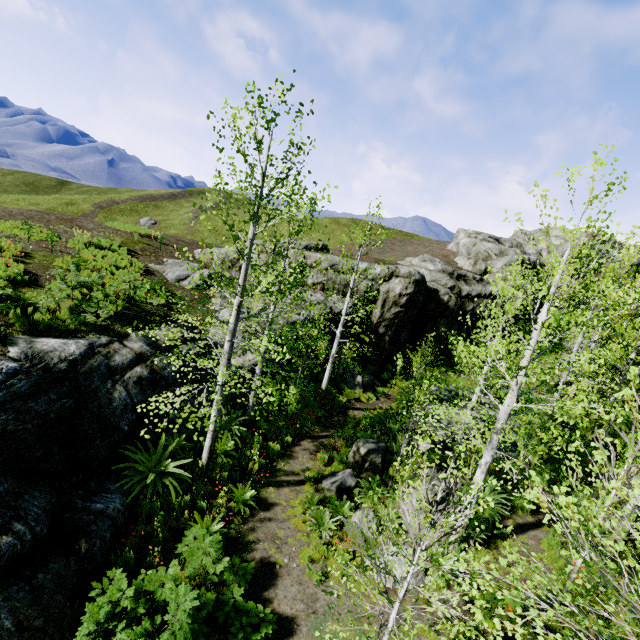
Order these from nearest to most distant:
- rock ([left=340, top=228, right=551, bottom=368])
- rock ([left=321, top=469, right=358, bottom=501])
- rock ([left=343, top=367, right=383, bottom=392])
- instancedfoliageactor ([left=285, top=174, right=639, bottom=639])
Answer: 1. instancedfoliageactor ([left=285, top=174, right=639, bottom=639])
2. rock ([left=321, top=469, right=358, bottom=501])
3. rock ([left=343, top=367, right=383, bottom=392])
4. rock ([left=340, top=228, right=551, bottom=368])

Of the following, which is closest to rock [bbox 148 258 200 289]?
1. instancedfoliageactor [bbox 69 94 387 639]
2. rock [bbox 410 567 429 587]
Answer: instancedfoliageactor [bbox 69 94 387 639]

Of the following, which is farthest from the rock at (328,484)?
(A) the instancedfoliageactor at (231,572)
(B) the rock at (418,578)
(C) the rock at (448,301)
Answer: (C) the rock at (448,301)

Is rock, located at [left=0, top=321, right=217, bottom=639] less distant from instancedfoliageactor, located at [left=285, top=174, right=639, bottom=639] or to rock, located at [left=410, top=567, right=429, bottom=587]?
instancedfoliageactor, located at [left=285, top=174, right=639, bottom=639]

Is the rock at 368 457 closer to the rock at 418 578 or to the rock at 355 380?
the rock at 418 578

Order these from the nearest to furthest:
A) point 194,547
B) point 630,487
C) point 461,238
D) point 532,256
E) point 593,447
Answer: point 630,487
point 194,547
point 593,447
point 532,256
point 461,238

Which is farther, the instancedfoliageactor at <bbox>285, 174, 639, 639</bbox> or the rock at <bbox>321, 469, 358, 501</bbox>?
the rock at <bbox>321, 469, 358, 501</bbox>

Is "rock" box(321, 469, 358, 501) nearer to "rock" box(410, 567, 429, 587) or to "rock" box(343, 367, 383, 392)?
"rock" box(410, 567, 429, 587)
